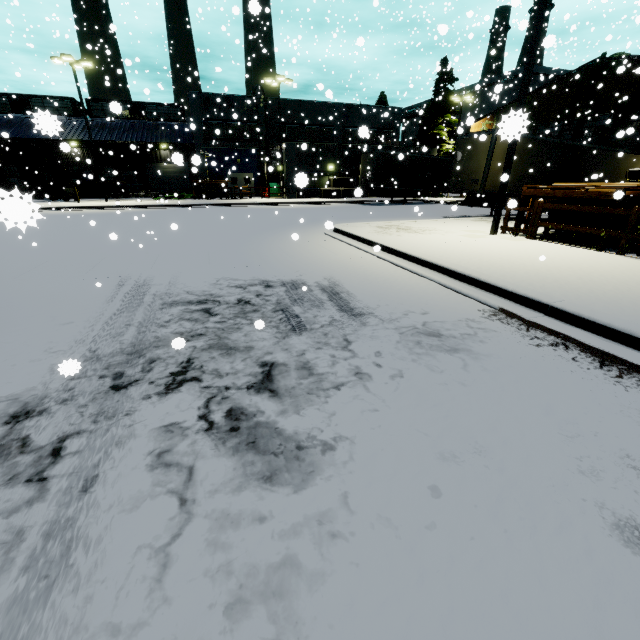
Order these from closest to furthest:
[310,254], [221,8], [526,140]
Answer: [310,254]
[221,8]
[526,140]

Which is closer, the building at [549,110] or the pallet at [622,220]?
the pallet at [622,220]

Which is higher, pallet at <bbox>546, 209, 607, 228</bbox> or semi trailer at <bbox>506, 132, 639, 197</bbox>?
semi trailer at <bbox>506, 132, 639, 197</bbox>

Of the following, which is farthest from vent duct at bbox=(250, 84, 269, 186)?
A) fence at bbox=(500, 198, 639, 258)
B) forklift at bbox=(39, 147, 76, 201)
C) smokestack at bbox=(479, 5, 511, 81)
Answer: fence at bbox=(500, 198, 639, 258)

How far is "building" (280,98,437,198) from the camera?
30.69m

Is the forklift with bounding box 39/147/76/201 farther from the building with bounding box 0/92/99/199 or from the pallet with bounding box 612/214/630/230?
the pallet with bounding box 612/214/630/230

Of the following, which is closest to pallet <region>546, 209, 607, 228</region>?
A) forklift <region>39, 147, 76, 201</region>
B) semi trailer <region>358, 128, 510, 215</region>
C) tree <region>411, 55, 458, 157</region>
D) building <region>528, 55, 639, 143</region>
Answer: building <region>528, 55, 639, 143</region>

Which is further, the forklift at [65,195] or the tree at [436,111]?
the tree at [436,111]
